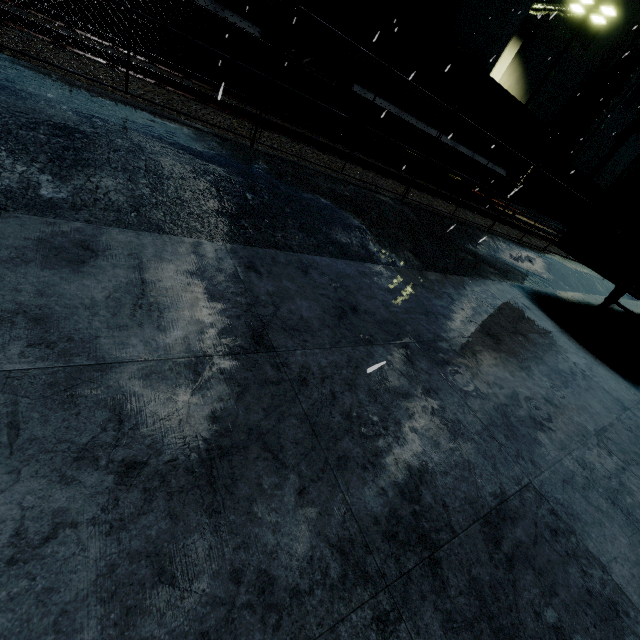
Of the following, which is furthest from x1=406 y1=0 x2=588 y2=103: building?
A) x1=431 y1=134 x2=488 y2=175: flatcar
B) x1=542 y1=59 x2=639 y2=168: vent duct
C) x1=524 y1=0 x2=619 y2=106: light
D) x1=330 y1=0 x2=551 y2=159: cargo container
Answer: x1=431 y1=134 x2=488 y2=175: flatcar

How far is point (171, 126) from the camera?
5.1m

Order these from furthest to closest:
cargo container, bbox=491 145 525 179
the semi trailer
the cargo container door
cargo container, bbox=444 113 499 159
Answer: cargo container, bbox=491 145 525 179 → cargo container, bbox=444 113 499 159 → the cargo container door → the semi trailer

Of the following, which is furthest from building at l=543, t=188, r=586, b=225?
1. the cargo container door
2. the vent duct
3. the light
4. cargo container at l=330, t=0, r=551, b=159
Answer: the cargo container door

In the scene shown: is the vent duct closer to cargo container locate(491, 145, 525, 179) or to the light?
the light

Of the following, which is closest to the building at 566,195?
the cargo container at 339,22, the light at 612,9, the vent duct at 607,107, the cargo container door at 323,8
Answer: the vent duct at 607,107

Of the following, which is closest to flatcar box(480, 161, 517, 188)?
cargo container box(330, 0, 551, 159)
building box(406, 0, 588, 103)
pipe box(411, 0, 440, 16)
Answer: cargo container box(330, 0, 551, 159)

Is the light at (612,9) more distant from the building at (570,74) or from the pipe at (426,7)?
the pipe at (426,7)
